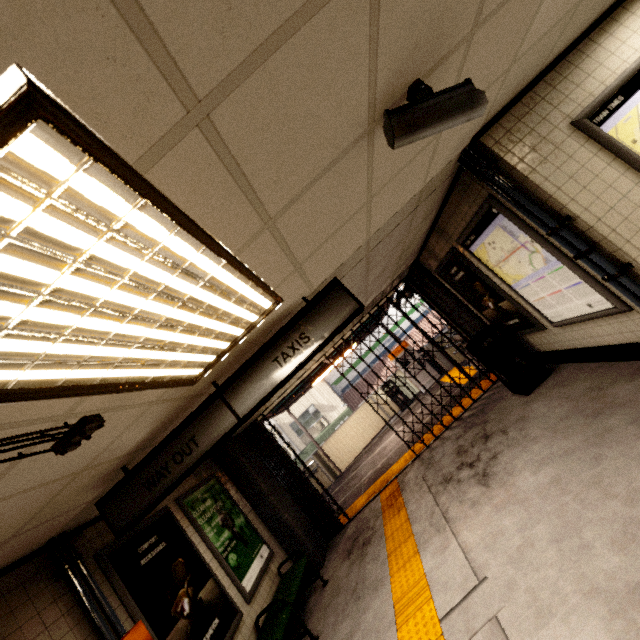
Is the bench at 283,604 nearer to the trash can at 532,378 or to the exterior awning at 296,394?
the exterior awning at 296,394

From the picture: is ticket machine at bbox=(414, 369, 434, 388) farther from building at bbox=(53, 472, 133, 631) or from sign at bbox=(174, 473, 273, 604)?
building at bbox=(53, 472, 133, 631)

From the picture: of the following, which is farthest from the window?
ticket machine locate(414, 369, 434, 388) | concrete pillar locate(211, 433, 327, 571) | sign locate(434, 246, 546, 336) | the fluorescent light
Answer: ticket machine locate(414, 369, 434, 388)

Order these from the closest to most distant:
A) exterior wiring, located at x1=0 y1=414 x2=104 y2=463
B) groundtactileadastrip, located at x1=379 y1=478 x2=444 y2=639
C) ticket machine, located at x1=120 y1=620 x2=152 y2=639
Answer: exterior wiring, located at x1=0 y1=414 x2=104 y2=463, ticket machine, located at x1=120 y1=620 x2=152 y2=639, groundtactileadastrip, located at x1=379 y1=478 x2=444 y2=639

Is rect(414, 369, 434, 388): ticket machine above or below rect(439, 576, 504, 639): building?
above

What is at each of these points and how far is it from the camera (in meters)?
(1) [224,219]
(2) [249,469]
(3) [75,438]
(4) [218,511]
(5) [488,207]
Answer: (1) storm drain, 1.43
(2) concrete pillar, 6.52
(3) exterior wiring, 1.84
(4) sign, 5.46
(5) sign, 3.61

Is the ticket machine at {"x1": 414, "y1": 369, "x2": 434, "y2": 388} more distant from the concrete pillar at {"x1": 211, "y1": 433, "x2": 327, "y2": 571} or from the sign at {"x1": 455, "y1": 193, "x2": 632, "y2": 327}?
the sign at {"x1": 455, "y1": 193, "x2": 632, "y2": 327}

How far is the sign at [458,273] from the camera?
4.8 meters
